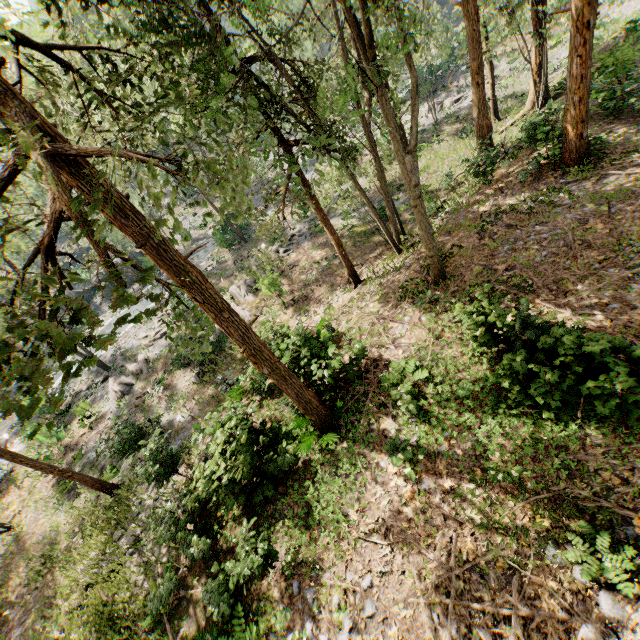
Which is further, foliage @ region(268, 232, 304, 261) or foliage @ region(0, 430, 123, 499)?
foliage @ region(268, 232, 304, 261)

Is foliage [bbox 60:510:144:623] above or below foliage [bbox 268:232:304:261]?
above

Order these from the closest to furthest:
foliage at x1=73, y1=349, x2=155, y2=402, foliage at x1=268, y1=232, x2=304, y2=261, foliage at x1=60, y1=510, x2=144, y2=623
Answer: foliage at x1=60, y1=510, x2=144, y2=623, foliage at x1=73, y1=349, x2=155, y2=402, foliage at x1=268, y1=232, x2=304, y2=261

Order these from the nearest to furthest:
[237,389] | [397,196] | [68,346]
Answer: [68,346] → [237,389] → [397,196]

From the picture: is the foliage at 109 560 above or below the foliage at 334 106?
below
